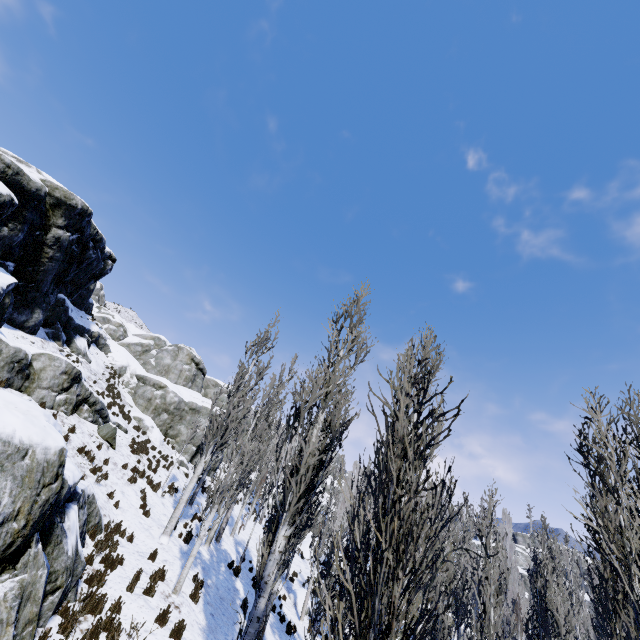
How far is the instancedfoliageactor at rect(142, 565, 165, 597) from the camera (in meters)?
8.92

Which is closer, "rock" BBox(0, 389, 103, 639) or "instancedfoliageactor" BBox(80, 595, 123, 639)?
"rock" BBox(0, 389, 103, 639)

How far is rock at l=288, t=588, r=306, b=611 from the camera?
19.06m

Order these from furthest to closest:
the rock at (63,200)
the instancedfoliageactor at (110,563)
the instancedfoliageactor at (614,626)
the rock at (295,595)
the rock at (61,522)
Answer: the rock at (295,595) < the rock at (63,200) < the instancedfoliageactor at (110,563) < the rock at (61,522) < the instancedfoliageactor at (614,626)

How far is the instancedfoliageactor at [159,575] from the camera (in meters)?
8.92

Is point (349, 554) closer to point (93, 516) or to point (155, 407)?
point (155, 407)

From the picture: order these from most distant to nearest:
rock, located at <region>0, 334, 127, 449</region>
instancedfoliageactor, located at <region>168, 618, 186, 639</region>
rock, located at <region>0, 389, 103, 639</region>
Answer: rock, located at <region>0, 334, 127, 449</region> < instancedfoliageactor, located at <region>168, 618, 186, 639</region> < rock, located at <region>0, 389, 103, 639</region>

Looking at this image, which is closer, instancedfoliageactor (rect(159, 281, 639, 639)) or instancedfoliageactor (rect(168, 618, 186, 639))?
instancedfoliageactor (rect(159, 281, 639, 639))
